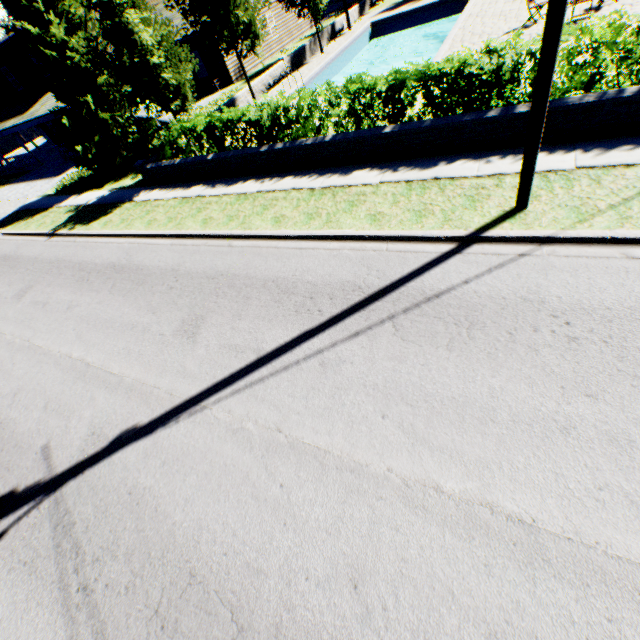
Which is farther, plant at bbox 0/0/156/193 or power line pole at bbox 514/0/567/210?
plant at bbox 0/0/156/193

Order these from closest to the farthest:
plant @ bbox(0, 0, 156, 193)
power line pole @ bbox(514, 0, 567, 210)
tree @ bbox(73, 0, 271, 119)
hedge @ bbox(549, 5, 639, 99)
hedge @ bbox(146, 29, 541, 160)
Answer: power line pole @ bbox(514, 0, 567, 210), hedge @ bbox(549, 5, 639, 99), hedge @ bbox(146, 29, 541, 160), tree @ bbox(73, 0, 271, 119), plant @ bbox(0, 0, 156, 193)

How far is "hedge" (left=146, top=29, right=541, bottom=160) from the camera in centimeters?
→ 718cm

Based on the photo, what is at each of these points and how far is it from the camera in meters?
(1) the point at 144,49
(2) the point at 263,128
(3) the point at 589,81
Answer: (1) tree, 11.3
(2) hedge, 10.2
(3) hedge, 6.7

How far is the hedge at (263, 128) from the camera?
7.2m

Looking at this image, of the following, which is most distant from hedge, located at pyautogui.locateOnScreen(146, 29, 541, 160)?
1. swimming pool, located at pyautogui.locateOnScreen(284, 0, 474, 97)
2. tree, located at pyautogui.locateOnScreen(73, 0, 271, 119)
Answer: tree, located at pyautogui.locateOnScreen(73, 0, 271, 119)

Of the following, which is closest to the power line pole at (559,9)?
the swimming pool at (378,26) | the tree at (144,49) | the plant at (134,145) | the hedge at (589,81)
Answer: the hedge at (589,81)

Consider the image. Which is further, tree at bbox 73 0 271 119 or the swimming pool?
the swimming pool
